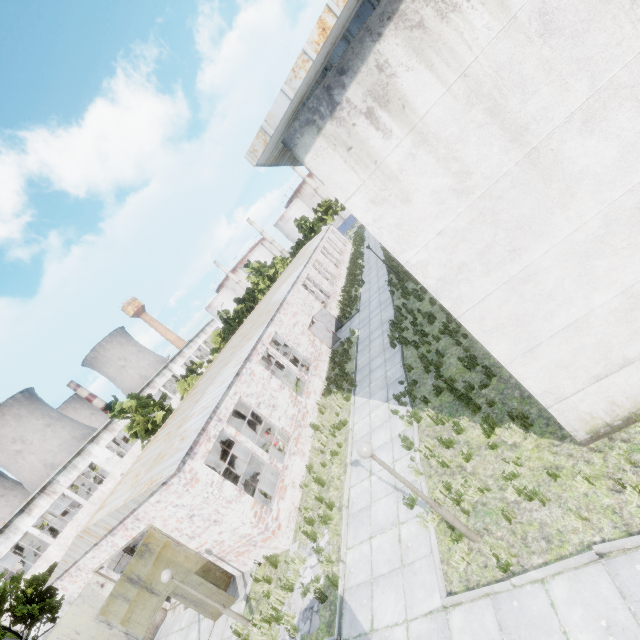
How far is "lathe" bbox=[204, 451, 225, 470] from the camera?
23.23m

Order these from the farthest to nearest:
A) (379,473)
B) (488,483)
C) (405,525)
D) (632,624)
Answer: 1. (379,473)
2. (405,525)
3. (488,483)
4. (632,624)

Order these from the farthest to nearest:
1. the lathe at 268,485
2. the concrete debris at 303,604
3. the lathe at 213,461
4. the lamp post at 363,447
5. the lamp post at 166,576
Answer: the lathe at 213,461 < the lathe at 268,485 < the lamp post at 166,576 < the concrete debris at 303,604 < the lamp post at 363,447

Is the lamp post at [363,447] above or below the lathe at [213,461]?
above

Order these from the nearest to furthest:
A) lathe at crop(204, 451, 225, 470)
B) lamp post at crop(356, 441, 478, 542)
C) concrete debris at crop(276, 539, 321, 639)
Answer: lamp post at crop(356, 441, 478, 542) → concrete debris at crop(276, 539, 321, 639) → lathe at crop(204, 451, 225, 470)

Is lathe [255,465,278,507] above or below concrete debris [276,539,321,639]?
above

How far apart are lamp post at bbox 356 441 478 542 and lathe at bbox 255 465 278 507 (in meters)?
8.65

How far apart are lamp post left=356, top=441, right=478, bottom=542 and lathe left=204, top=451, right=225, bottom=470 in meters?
19.9 m
